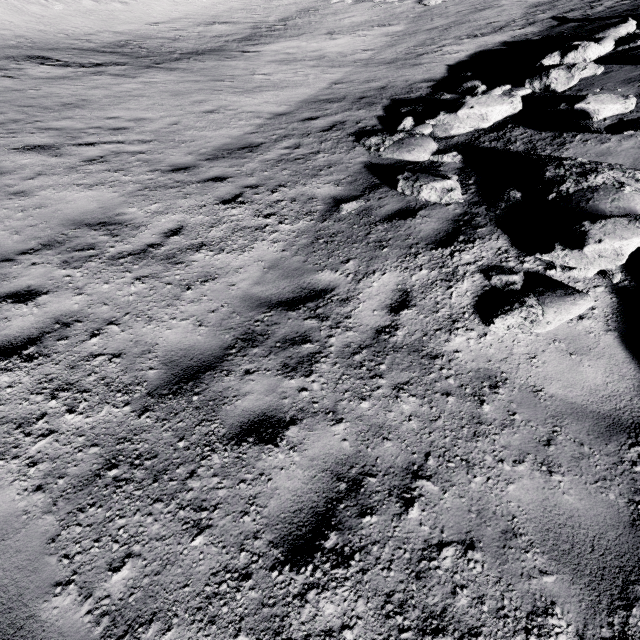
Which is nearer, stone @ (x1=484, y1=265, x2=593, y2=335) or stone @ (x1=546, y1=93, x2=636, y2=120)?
stone @ (x1=484, y1=265, x2=593, y2=335)

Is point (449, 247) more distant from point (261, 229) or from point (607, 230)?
point (261, 229)

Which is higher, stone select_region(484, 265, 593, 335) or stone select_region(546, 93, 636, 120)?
stone select_region(546, 93, 636, 120)

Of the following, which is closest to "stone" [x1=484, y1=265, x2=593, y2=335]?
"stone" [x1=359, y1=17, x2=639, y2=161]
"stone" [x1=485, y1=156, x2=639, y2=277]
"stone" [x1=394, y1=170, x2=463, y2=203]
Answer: "stone" [x1=485, y1=156, x2=639, y2=277]

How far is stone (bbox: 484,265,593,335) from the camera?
3.63m

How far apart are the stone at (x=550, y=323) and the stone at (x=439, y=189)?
1.7m

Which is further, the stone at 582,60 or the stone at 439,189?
the stone at 582,60

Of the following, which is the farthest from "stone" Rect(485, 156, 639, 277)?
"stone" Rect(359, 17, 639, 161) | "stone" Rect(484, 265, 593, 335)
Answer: "stone" Rect(359, 17, 639, 161)
